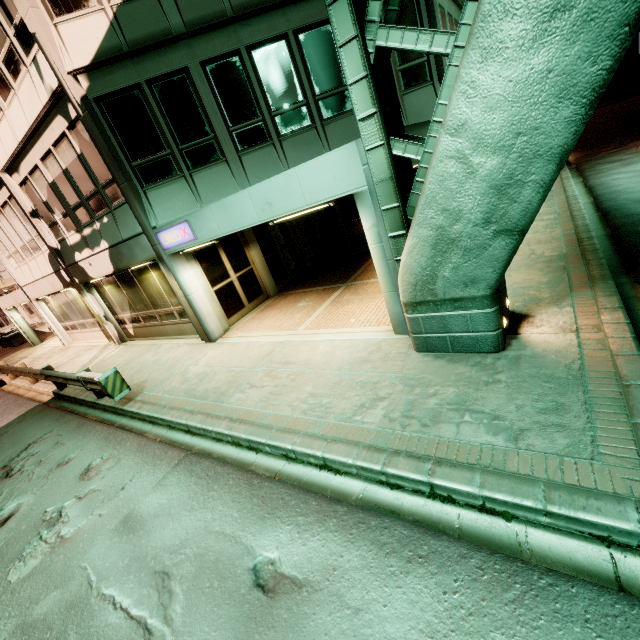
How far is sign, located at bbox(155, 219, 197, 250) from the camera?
8.1m

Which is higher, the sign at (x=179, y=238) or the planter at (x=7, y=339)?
the sign at (x=179, y=238)

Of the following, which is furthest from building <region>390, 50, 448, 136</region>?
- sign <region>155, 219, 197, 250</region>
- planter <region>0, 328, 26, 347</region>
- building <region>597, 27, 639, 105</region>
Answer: building <region>597, 27, 639, 105</region>

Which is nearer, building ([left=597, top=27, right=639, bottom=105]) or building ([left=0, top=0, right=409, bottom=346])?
building ([left=0, top=0, right=409, bottom=346])

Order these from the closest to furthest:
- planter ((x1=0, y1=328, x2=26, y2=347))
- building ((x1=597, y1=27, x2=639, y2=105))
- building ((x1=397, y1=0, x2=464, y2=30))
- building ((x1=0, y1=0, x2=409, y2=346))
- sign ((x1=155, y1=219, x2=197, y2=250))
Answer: building ((x1=0, y1=0, x2=409, y2=346))
sign ((x1=155, y1=219, x2=197, y2=250))
building ((x1=397, y1=0, x2=464, y2=30))
planter ((x1=0, y1=328, x2=26, y2=347))
building ((x1=597, y1=27, x2=639, y2=105))

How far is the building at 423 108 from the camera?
9.10m

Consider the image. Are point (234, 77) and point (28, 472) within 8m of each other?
no

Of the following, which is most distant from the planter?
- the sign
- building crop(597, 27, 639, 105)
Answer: building crop(597, 27, 639, 105)
